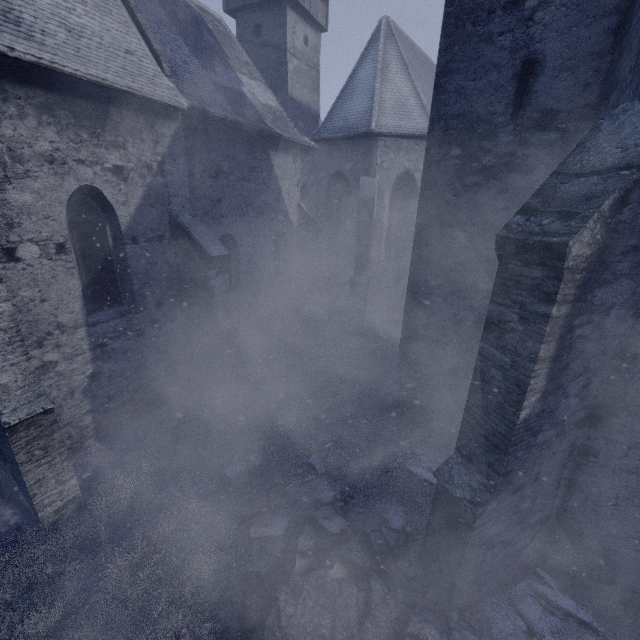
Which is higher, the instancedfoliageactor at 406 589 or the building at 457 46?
the building at 457 46

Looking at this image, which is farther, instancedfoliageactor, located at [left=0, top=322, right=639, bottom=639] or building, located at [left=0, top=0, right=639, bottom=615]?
instancedfoliageactor, located at [left=0, top=322, right=639, bottom=639]

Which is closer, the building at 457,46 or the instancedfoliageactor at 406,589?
the building at 457,46

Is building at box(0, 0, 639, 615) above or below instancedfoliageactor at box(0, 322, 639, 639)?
above

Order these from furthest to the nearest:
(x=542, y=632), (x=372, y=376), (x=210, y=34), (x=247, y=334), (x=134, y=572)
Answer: (x=247, y=334) < (x=210, y=34) < (x=372, y=376) < (x=134, y=572) < (x=542, y=632)
